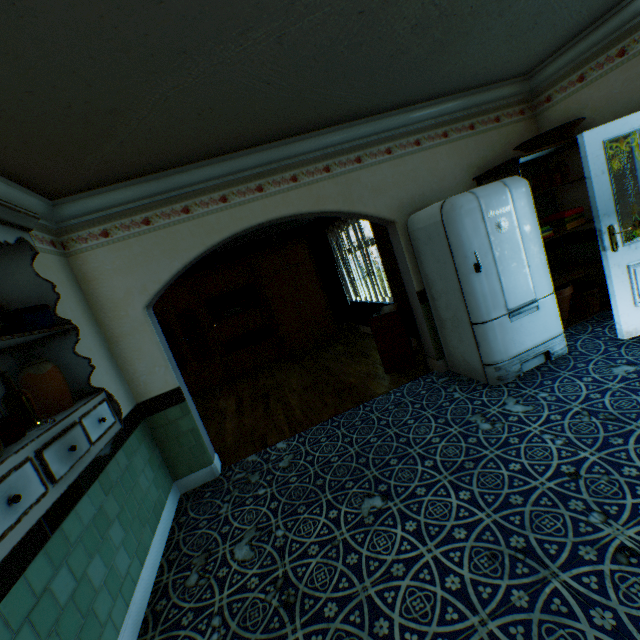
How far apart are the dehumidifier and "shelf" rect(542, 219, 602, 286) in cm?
169

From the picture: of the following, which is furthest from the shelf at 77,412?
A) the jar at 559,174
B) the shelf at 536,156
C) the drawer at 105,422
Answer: the jar at 559,174

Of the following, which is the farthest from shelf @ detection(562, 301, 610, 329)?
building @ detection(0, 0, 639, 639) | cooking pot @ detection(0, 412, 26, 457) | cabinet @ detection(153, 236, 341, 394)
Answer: cooking pot @ detection(0, 412, 26, 457)

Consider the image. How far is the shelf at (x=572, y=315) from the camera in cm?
396

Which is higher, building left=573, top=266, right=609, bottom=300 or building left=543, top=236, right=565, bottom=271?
building left=543, top=236, right=565, bottom=271

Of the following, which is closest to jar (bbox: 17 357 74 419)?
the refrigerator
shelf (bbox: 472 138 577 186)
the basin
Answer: the refrigerator

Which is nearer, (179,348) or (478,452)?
(478,452)

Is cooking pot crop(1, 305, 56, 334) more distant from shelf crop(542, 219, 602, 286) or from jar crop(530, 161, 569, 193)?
jar crop(530, 161, 569, 193)
